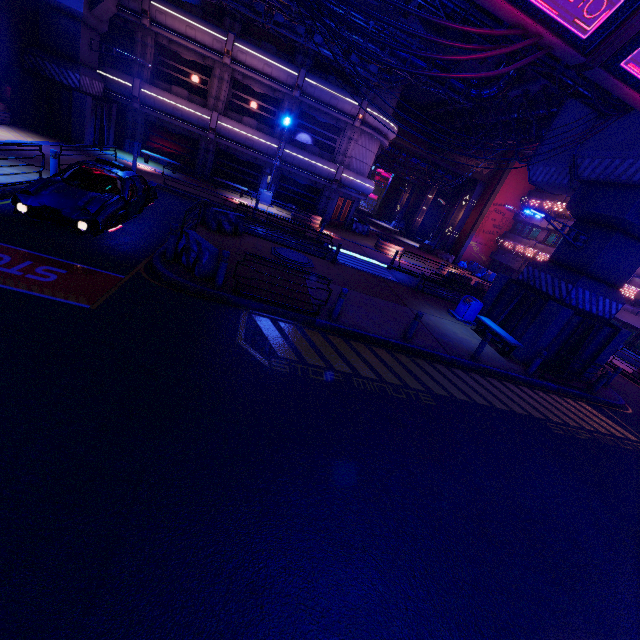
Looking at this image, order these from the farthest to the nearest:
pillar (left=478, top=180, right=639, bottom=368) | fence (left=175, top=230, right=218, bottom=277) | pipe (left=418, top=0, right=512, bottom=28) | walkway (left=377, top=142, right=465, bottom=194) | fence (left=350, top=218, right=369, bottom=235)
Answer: walkway (left=377, top=142, right=465, bottom=194), fence (left=350, top=218, right=369, bottom=235), pillar (left=478, top=180, right=639, bottom=368), pipe (left=418, top=0, right=512, bottom=28), fence (left=175, top=230, right=218, bottom=277)

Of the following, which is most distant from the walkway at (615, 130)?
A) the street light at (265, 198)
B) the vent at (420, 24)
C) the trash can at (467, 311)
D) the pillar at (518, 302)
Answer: the street light at (265, 198)

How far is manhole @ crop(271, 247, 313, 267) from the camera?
13.9m

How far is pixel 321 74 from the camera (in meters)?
23.14

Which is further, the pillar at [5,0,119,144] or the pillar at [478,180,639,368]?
the pillar at [5,0,119,144]

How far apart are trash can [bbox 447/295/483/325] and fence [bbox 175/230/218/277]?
11.4 meters

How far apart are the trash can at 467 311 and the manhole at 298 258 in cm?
716

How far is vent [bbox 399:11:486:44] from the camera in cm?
1519
